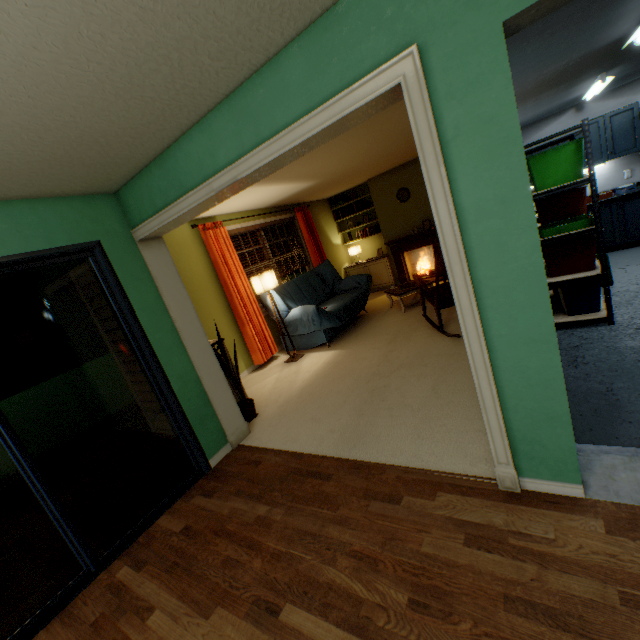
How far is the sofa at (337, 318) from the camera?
4.89m

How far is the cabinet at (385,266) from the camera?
7.53m

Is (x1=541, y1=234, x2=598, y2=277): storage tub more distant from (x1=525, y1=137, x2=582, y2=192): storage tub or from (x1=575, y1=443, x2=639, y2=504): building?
(x1=575, y1=443, x2=639, y2=504): building

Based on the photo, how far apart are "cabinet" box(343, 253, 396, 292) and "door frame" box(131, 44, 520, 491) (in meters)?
5.28

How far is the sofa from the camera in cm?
489

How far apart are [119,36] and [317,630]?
2.5m

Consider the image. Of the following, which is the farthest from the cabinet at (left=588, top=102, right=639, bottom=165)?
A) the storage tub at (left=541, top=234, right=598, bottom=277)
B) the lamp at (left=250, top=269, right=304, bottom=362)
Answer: the lamp at (left=250, top=269, right=304, bottom=362)

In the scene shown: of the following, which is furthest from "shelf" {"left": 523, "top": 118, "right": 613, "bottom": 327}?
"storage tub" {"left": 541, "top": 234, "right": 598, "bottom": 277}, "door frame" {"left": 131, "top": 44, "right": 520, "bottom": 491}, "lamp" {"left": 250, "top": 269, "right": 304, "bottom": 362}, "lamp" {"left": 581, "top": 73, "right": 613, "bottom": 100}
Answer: "lamp" {"left": 250, "top": 269, "right": 304, "bottom": 362}
